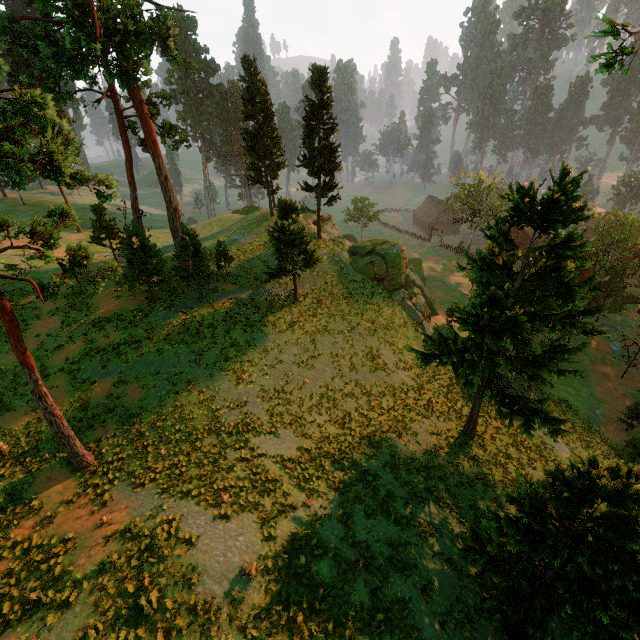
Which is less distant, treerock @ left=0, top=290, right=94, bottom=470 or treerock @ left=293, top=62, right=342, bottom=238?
treerock @ left=0, top=290, right=94, bottom=470

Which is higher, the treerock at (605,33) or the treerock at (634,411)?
the treerock at (605,33)

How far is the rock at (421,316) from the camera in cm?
3341

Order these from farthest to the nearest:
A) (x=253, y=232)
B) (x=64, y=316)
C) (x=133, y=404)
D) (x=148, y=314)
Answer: (x=253, y=232)
(x=64, y=316)
(x=148, y=314)
(x=133, y=404)

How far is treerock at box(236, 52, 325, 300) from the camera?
24.7m

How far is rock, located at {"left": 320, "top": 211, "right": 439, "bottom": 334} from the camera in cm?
3341
